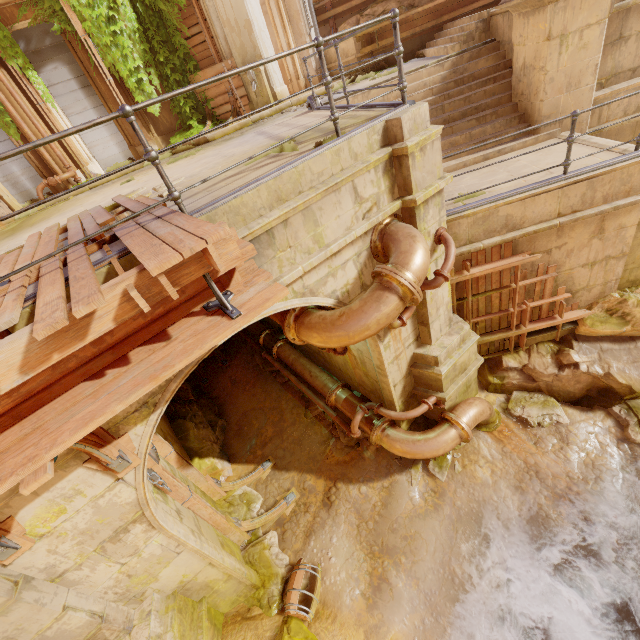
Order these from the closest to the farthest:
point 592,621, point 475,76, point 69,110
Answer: point 592,621, point 475,76, point 69,110

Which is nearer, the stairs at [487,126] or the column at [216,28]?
the stairs at [487,126]

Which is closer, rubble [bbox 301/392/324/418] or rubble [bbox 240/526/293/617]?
rubble [bbox 240/526/293/617]

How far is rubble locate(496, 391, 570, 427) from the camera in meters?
7.0

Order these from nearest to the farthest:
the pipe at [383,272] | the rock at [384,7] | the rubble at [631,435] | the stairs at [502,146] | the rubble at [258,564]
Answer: the pipe at [383,272] → the rubble at [258,564] → the rubble at [631,435] → the stairs at [502,146] → the rock at [384,7]

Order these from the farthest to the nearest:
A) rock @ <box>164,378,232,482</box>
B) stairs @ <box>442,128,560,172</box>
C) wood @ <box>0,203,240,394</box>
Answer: rock @ <box>164,378,232,482</box> < stairs @ <box>442,128,560,172</box> < wood @ <box>0,203,240,394</box>

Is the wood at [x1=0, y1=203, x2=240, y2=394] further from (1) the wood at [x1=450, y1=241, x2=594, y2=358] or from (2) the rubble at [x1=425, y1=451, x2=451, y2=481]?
(2) the rubble at [x1=425, y1=451, x2=451, y2=481]

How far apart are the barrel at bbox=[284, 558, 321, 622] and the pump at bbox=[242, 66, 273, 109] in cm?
1272
